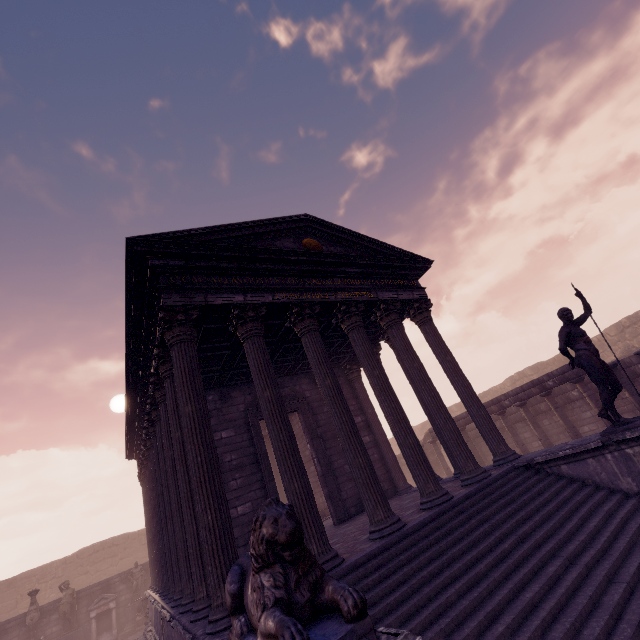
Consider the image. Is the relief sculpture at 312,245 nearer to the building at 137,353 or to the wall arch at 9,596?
the building at 137,353

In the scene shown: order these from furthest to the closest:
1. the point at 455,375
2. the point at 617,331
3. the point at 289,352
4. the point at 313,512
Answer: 1. the point at 617,331
2. the point at 289,352
3. the point at 455,375
4. the point at 313,512

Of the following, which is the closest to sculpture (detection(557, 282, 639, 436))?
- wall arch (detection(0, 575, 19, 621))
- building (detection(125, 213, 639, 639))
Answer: building (detection(125, 213, 639, 639))

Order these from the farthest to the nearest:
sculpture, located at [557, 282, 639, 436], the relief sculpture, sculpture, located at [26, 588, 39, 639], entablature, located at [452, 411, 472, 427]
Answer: sculpture, located at [26, 588, 39, 639] < entablature, located at [452, 411, 472, 427] < the relief sculpture < sculpture, located at [557, 282, 639, 436]

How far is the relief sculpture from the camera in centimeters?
862cm

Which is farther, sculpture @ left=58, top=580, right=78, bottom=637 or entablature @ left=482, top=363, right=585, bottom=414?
sculpture @ left=58, top=580, right=78, bottom=637

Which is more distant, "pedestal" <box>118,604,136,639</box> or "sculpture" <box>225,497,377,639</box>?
"pedestal" <box>118,604,136,639</box>

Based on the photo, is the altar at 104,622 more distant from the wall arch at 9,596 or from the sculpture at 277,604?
the sculpture at 277,604
